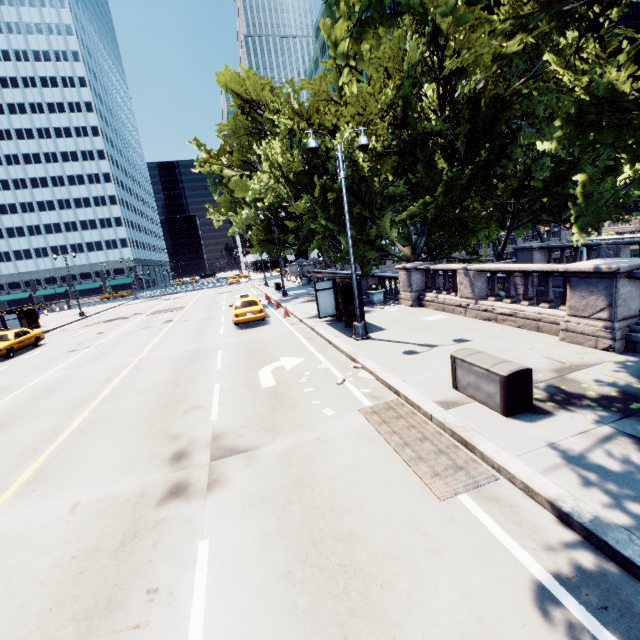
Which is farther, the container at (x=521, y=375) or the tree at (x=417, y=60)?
the tree at (x=417, y=60)

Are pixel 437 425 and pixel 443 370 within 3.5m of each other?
yes

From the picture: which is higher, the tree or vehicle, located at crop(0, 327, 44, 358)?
the tree

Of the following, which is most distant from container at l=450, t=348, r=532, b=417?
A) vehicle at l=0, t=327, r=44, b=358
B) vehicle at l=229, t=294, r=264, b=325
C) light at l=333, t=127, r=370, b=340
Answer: vehicle at l=0, t=327, r=44, b=358

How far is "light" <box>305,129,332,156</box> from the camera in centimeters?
1073cm

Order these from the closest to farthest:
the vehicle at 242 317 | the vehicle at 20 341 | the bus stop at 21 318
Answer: the vehicle at 242 317 → the vehicle at 20 341 → the bus stop at 21 318

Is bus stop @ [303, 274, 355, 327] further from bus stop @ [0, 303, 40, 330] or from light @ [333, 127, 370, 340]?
bus stop @ [0, 303, 40, 330]

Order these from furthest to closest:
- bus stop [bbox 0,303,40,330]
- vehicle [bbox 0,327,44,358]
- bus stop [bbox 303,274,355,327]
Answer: bus stop [bbox 0,303,40,330]
vehicle [bbox 0,327,44,358]
bus stop [bbox 303,274,355,327]
